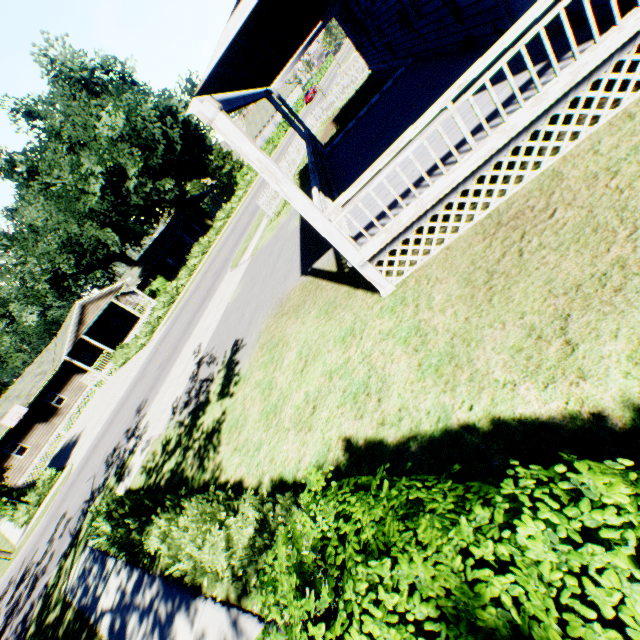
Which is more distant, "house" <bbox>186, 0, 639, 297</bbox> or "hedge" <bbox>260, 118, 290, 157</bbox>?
"hedge" <bbox>260, 118, 290, 157</bbox>

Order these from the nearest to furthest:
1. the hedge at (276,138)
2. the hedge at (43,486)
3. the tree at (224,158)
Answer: the hedge at (43,486) < the hedge at (276,138) < the tree at (224,158)

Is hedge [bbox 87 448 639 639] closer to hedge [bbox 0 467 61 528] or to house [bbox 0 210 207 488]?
hedge [bbox 0 467 61 528]

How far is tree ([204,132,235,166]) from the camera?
58.0 meters

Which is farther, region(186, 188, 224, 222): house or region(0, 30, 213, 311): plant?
region(186, 188, 224, 222): house

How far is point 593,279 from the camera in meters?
3.6 m

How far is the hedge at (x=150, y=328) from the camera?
28.55m

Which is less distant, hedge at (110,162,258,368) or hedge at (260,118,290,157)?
hedge at (110,162,258,368)
